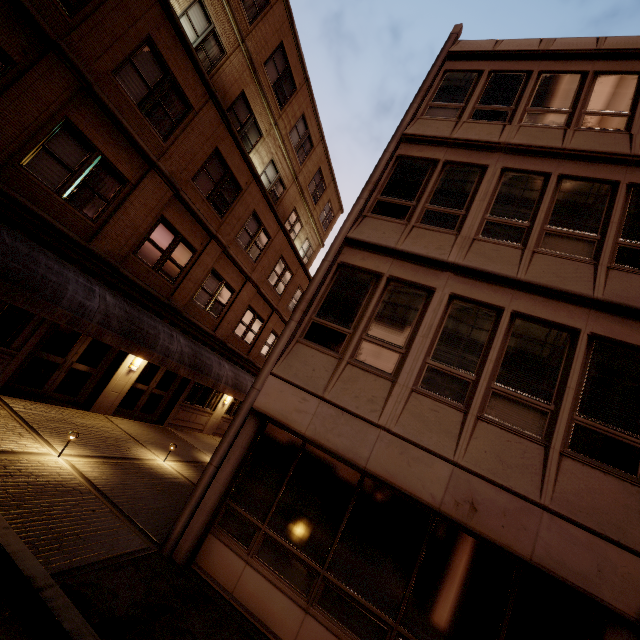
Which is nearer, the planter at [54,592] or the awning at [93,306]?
the planter at [54,592]

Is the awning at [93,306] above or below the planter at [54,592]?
above

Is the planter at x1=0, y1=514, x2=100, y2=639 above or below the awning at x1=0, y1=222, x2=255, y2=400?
below

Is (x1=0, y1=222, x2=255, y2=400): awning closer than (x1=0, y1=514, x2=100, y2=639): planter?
No

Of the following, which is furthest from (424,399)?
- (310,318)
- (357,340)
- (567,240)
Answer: (567,240)
